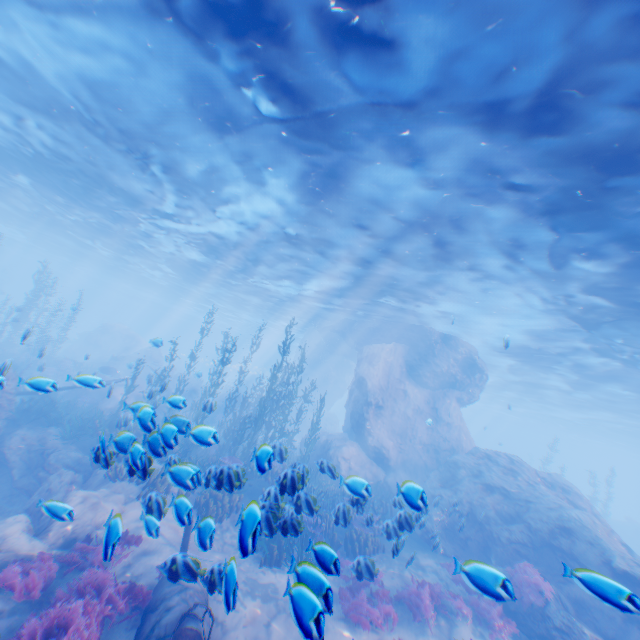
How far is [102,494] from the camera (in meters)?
9.99

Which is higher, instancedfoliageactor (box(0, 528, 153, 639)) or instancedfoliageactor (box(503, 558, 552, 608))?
instancedfoliageactor (box(503, 558, 552, 608))

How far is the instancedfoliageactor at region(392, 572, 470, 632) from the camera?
9.3m

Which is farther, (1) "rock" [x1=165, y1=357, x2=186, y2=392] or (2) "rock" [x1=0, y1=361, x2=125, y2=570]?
(1) "rock" [x1=165, y1=357, x2=186, y2=392]

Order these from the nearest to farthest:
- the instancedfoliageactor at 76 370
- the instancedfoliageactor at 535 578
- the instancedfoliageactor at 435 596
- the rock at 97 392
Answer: the instancedfoliageactor at 435 596 → the instancedfoliageactor at 535 578 → the instancedfoliageactor at 76 370 → the rock at 97 392

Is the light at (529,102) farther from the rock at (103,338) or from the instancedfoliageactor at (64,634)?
the instancedfoliageactor at (64,634)

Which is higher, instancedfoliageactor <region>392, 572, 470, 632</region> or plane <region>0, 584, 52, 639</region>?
instancedfoliageactor <region>392, 572, 470, 632</region>

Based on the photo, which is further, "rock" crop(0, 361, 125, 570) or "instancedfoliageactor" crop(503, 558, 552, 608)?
"instancedfoliageactor" crop(503, 558, 552, 608)
